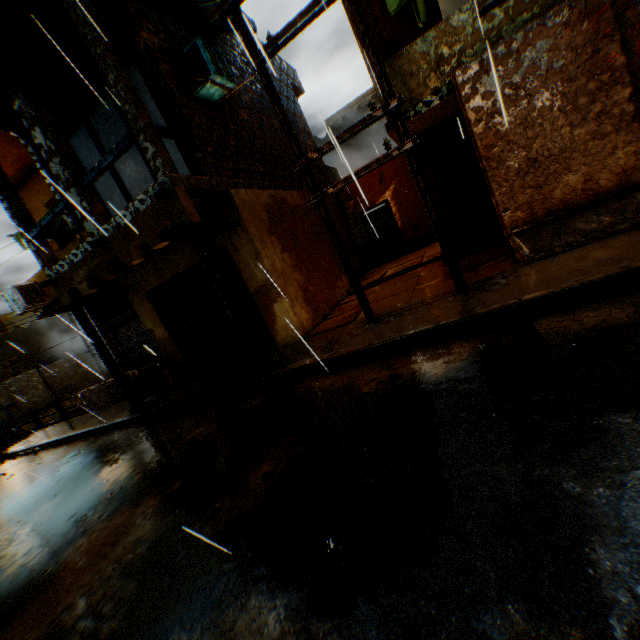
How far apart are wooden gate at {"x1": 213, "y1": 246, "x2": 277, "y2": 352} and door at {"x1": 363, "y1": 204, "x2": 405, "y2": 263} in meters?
8.0

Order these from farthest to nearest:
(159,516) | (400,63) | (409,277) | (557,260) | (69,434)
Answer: (69,434) < (409,277) < (400,63) < (557,260) < (159,516)

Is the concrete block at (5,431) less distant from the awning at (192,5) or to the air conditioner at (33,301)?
the air conditioner at (33,301)

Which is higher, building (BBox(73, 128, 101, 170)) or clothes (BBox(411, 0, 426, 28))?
building (BBox(73, 128, 101, 170))

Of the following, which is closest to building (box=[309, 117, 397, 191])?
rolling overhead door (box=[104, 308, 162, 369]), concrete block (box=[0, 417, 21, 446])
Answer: rolling overhead door (box=[104, 308, 162, 369])

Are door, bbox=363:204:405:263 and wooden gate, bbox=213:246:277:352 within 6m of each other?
no

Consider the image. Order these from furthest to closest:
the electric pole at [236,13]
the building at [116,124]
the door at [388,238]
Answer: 1. the door at [388,238]
2. the building at [116,124]
3. the electric pole at [236,13]

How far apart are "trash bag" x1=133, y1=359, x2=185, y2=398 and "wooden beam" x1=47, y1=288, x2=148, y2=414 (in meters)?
0.82
